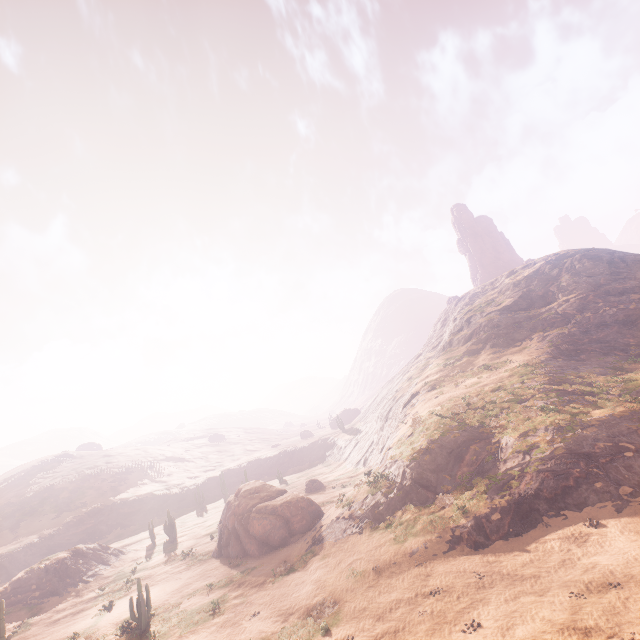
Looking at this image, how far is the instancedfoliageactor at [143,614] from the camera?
20.0 meters

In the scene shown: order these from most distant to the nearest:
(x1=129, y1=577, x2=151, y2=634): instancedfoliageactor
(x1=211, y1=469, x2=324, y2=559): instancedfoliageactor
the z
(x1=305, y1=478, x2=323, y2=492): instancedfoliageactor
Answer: (x1=305, y1=478, x2=323, y2=492): instancedfoliageactor, (x1=211, y1=469, x2=324, y2=559): instancedfoliageactor, (x1=129, y1=577, x2=151, y2=634): instancedfoliageactor, the z

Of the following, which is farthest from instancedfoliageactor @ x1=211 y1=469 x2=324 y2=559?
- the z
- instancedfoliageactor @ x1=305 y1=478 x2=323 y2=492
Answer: the z

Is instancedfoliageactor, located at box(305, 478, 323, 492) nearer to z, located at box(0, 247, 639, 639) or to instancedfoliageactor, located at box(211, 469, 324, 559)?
instancedfoliageactor, located at box(211, 469, 324, 559)

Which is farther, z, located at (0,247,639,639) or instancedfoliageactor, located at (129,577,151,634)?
instancedfoliageactor, located at (129,577,151,634)

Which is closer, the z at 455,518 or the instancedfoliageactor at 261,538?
the z at 455,518

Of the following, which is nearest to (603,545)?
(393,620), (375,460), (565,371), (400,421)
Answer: (393,620)
